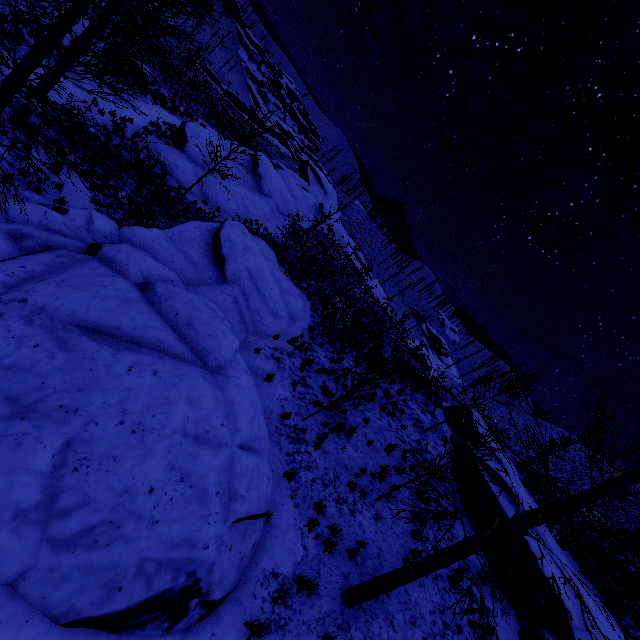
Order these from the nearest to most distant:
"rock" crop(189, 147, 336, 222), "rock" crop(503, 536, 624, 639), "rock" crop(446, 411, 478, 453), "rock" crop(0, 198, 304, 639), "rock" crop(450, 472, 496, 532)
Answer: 1. "rock" crop(0, 198, 304, 639)
2. "rock" crop(503, 536, 624, 639)
3. "rock" crop(450, 472, 496, 532)
4. "rock" crop(446, 411, 478, 453)
5. "rock" crop(189, 147, 336, 222)

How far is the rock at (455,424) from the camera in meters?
15.4 m

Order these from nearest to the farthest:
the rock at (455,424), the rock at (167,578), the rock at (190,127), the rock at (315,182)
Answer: the rock at (167,578) → the rock at (455,424) → the rock at (190,127) → the rock at (315,182)

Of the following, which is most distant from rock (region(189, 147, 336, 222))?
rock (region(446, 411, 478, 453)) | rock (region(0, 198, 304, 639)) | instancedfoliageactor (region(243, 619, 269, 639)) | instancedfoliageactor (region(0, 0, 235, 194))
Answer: instancedfoliageactor (region(243, 619, 269, 639))

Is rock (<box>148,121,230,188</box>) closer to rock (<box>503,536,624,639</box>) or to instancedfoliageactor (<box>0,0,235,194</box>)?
instancedfoliageactor (<box>0,0,235,194</box>)

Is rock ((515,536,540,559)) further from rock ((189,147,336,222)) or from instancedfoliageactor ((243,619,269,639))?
rock ((189,147,336,222))

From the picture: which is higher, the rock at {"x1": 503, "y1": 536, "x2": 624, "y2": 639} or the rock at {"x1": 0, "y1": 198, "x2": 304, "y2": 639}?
the rock at {"x1": 503, "y1": 536, "x2": 624, "y2": 639}

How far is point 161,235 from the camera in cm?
1205
